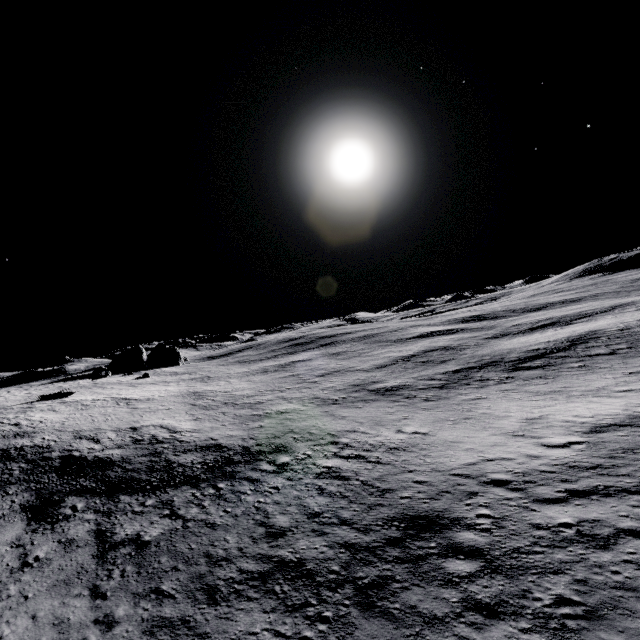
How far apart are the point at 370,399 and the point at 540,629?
23.36m
